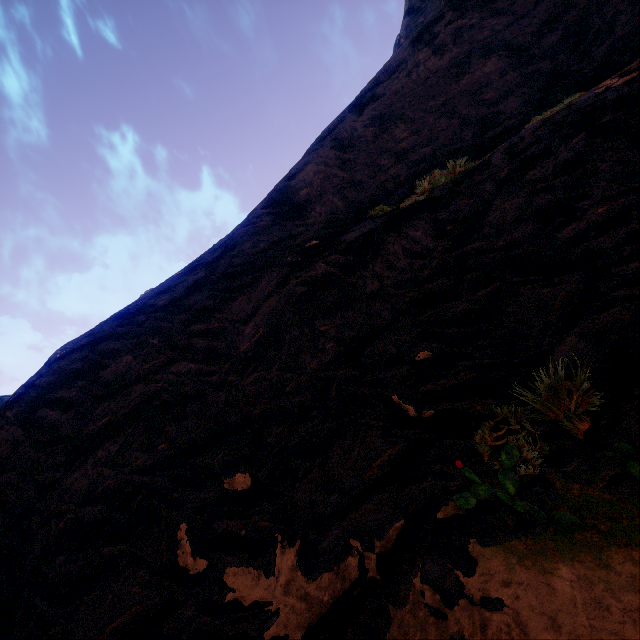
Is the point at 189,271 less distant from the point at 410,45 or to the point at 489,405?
the point at 489,405
